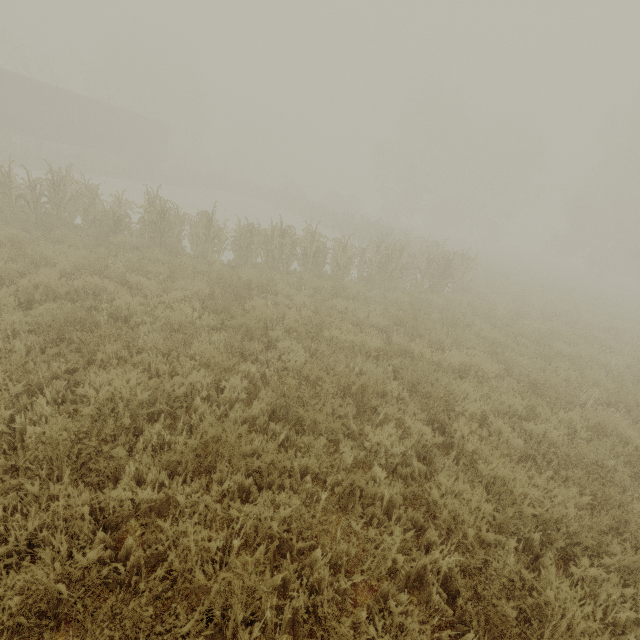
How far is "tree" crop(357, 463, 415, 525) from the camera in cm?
334

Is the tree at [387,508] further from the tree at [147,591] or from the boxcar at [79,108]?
the boxcar at [79,108]

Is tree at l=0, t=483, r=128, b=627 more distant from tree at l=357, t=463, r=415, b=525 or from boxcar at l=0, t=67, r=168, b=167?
boxcar at l=0, t=67, r=168, b=167

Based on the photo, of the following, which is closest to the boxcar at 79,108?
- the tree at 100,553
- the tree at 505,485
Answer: the tree at 100,553

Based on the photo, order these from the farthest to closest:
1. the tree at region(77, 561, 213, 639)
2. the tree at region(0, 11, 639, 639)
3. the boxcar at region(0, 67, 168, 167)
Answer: the boxcar at region(0, 67, 168, 167), the tree at region(0, 11, 639, 639), the tree at region(77, 561, 213, 639)

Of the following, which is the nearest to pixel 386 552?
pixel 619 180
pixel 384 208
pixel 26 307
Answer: pixel 26 307

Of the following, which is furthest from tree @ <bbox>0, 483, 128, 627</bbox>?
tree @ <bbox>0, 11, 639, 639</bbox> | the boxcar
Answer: the boxcar
